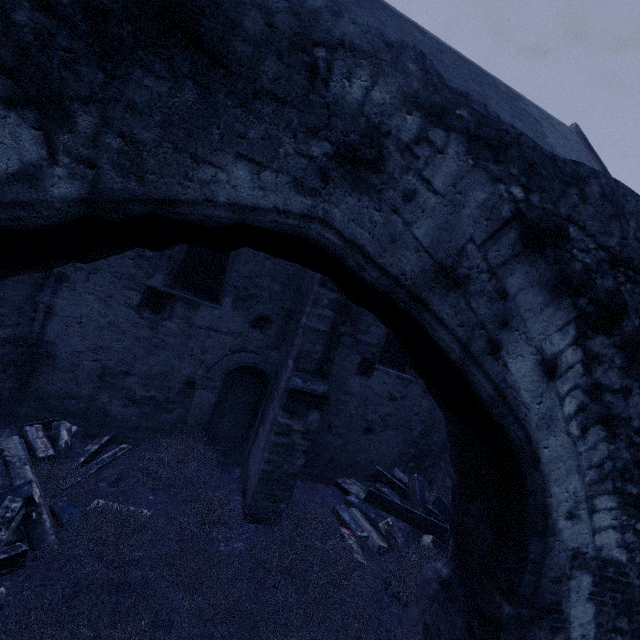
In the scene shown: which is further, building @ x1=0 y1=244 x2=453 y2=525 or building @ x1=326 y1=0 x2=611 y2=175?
building @ x1=326 y1=0 x2=611 y2=175

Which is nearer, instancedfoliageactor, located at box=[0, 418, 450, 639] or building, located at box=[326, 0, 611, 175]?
instancedfoliageactor, located at box=[0, 418, 450, 639]

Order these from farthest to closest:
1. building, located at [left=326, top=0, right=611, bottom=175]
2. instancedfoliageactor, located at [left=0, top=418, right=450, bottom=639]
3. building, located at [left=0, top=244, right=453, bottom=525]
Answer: building, located at [left=326, top=0, right=611, bottom=175], building, located at [left=0, top=244, right=453, bottom=525], instancedfoliageactor, located at [left=0, top=418, right=450, bottom=639]

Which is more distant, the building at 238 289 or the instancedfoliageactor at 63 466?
the building at 238 289

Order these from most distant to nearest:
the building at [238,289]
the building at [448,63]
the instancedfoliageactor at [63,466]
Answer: the building at [448,63]
the building at [238,289]
the instancedfoliageactor at [63,466]

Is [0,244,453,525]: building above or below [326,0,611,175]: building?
below

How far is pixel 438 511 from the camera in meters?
6.0
